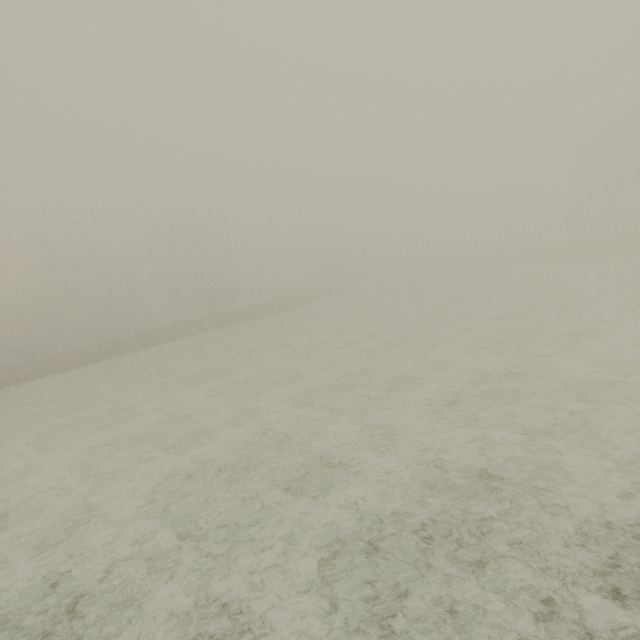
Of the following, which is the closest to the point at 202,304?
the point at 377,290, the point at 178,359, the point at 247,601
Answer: the point at 377,290
